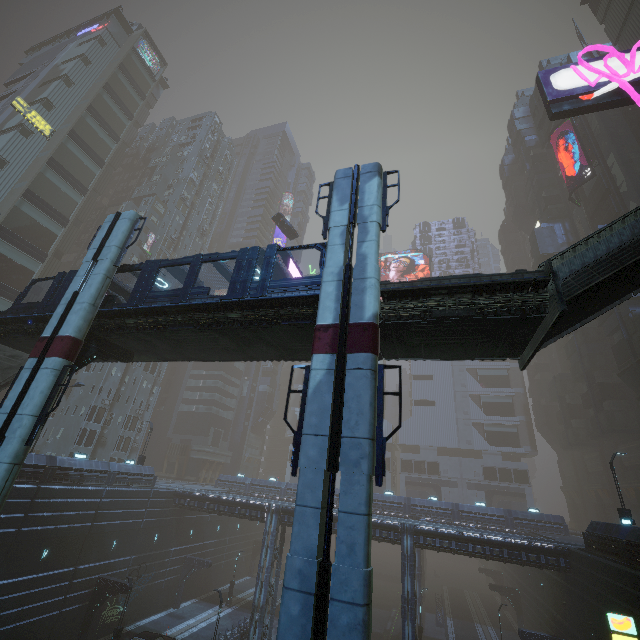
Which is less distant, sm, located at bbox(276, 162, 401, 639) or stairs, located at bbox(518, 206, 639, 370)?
sm, located at bbox(276, 162, 401, 639)

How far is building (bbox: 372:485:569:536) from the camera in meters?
37.9

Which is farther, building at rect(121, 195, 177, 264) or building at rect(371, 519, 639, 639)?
building at rect(121, 195, 177, 264)

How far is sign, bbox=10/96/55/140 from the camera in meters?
41.3 m

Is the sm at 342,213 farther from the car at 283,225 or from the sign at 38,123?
the sign at 38,123

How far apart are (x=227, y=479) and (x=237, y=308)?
46.8m

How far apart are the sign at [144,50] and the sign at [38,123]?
23.28m
